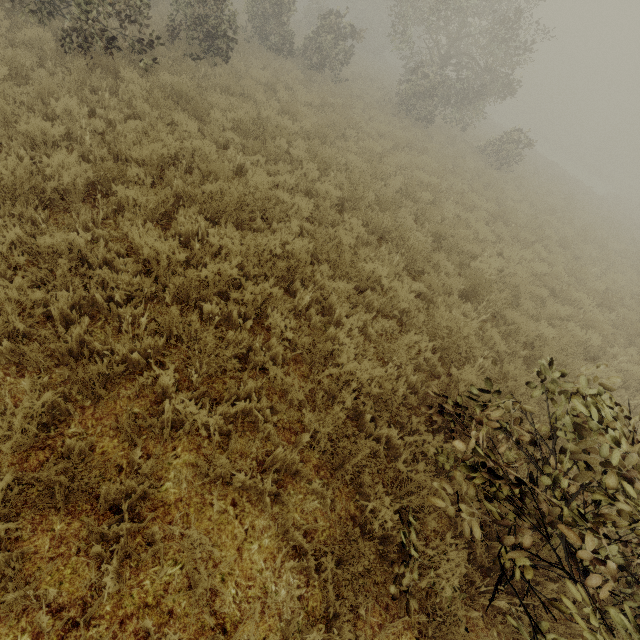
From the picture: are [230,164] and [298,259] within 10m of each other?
yes
